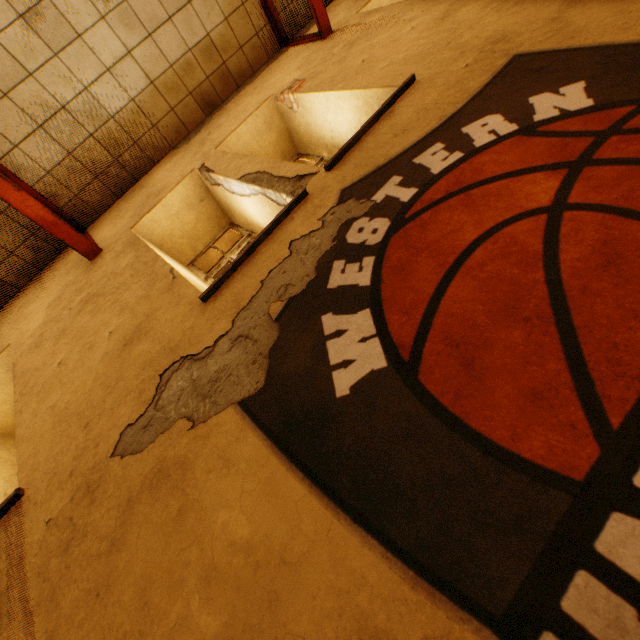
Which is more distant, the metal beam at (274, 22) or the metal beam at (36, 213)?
the metal beam at (274, 22)

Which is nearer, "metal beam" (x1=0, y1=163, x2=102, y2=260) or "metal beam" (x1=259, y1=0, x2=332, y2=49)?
"metal beam" (x1=0, y1=163, x2=102, y2=260)

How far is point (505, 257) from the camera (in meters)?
1.42
